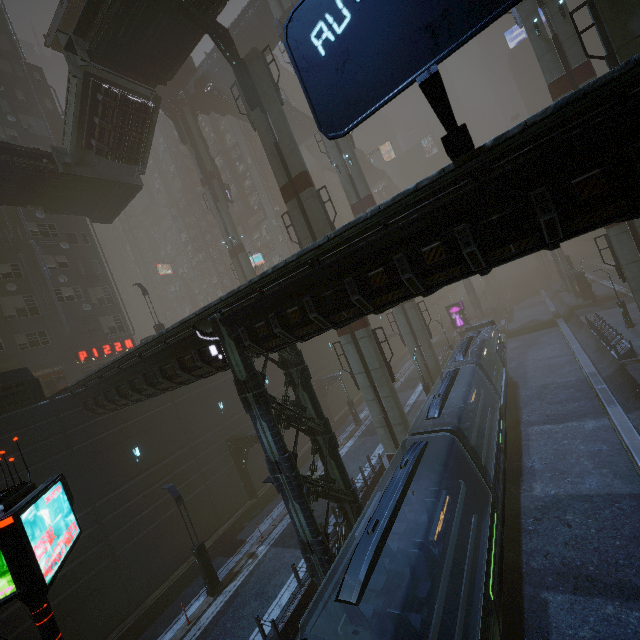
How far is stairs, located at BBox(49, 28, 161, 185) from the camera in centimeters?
1828cm

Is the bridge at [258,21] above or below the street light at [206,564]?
above

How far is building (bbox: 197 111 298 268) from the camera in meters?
57.0

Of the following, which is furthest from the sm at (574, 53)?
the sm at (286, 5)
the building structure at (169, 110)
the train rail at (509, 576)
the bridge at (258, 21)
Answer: the building structure at (169, 110)

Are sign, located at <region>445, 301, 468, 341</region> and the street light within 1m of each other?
no

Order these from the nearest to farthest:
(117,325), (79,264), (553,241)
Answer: (553,241) → (79,264) → (117,325)

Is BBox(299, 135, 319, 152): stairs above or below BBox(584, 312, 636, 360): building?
above

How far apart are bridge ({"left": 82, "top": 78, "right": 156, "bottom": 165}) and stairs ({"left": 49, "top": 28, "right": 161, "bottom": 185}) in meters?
0.0
